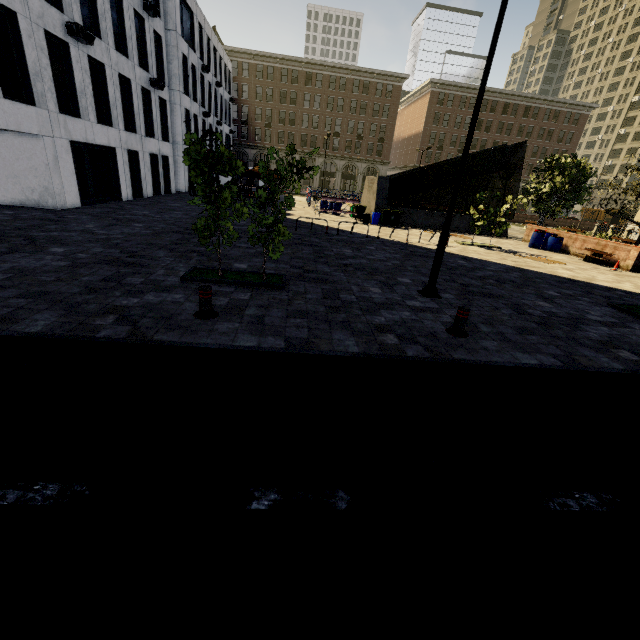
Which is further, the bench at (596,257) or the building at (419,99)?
the building at (419,99)

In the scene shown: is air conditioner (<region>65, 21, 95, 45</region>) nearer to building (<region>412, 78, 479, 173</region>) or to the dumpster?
the dumpster

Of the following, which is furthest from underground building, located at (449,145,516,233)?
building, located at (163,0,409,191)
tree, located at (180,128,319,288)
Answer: building, located at (163,0,409,191)

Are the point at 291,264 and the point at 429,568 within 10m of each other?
yes

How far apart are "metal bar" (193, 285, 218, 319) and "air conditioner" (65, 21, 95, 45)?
16.50m

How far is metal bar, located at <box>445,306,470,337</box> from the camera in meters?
6.3 m

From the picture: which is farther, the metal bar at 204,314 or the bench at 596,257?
the bench at 596,257

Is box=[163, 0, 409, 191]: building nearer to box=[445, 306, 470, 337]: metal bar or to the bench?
box=[445, 306, 470, 337]: metal bar
